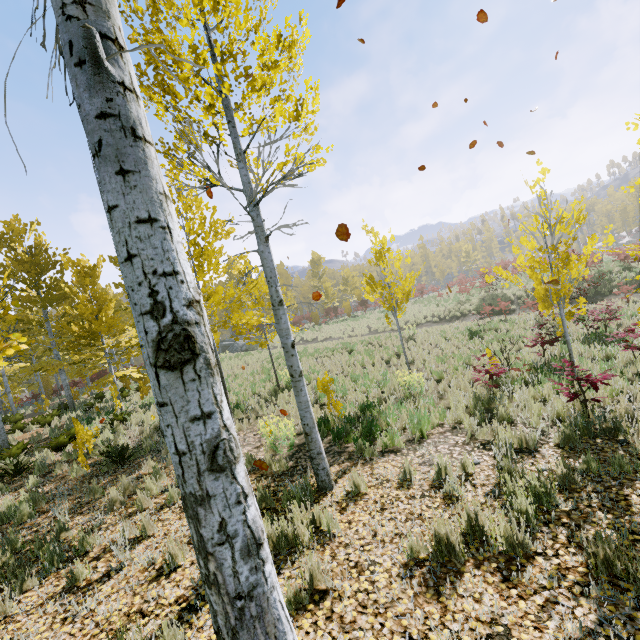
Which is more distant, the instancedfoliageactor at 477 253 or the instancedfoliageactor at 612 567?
the instancedfoliageactor at 477 253

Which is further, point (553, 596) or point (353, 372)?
point (353, 372)

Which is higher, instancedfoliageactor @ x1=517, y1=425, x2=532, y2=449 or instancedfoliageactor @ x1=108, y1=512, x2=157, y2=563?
instancedfoliageactor @ x1=108, y1=512, x2=157, y2=563

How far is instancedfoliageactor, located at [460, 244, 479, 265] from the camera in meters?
56.1 m

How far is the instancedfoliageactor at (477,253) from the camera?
56.09m

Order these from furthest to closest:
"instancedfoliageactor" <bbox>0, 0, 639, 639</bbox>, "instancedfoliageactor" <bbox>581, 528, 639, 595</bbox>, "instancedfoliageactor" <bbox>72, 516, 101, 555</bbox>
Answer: "instancedfoliageactor" <bbox>72, 516, 101, 555</bbox>
"instancedfoliageactor" <bbox>581, 528, 639, 595</bbox>
"instancedfoliageactor" <bbox>0, 0, 639, 639</bbox>
